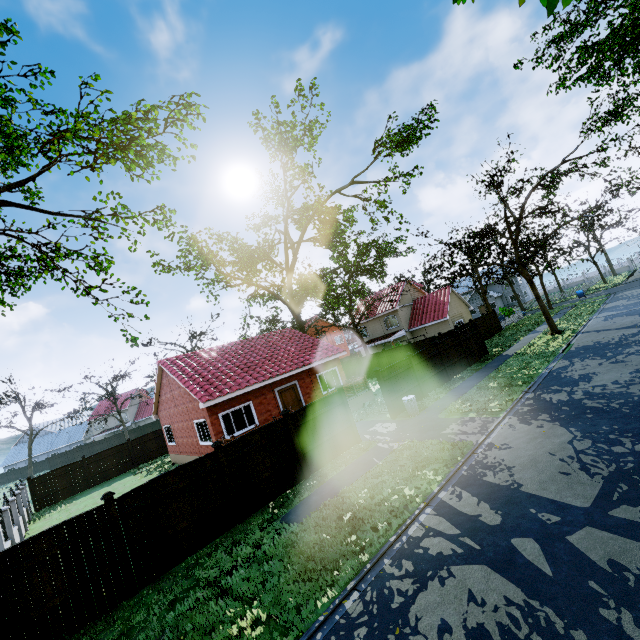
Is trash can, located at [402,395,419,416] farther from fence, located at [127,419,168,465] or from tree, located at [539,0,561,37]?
tree, located at [539,0,561,37]

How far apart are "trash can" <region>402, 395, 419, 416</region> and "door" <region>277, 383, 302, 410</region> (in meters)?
6.91

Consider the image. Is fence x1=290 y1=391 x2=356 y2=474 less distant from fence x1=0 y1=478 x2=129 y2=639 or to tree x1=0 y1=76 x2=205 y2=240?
fence x1=0 y1=478 x2=129 y2=639

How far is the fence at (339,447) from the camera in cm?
1221

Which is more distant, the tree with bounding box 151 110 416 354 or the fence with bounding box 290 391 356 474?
the tree with bounding box 151 110 416 354

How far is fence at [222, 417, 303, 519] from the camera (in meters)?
10.35

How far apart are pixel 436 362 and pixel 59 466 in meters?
67.0

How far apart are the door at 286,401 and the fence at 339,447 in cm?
630
